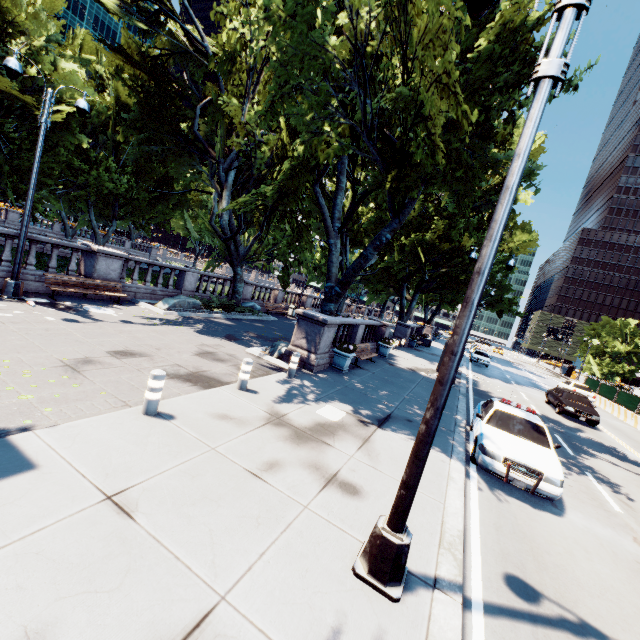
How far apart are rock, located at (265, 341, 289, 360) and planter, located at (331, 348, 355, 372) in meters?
1.2

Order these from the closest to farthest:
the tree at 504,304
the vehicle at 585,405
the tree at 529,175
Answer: the tree at 529,175, the vehicle at 585,405, the tree at 504,304

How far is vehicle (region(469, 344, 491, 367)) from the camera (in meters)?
33.38

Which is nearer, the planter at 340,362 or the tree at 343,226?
the tree at 343,226

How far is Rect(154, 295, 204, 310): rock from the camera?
15.8m

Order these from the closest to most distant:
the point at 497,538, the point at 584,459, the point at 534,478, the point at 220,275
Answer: the point at 497,538 → the point at 534,478 → the point at 584,459 → the point at 220,275

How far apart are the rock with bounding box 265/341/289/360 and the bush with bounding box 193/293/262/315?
6.4 meters

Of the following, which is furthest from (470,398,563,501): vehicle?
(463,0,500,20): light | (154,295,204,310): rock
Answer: (154,295,204,310): rock
